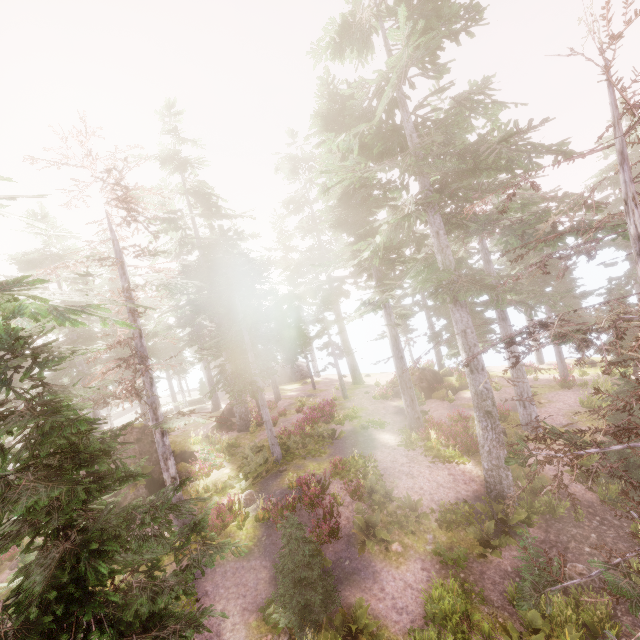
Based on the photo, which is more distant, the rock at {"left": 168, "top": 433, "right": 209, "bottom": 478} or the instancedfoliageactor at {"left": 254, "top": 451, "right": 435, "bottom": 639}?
the rock at {"left": 168, "top": 433, "right": 209, "bottom": 478}

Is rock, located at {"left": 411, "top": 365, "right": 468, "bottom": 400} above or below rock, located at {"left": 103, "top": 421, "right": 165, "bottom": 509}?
below

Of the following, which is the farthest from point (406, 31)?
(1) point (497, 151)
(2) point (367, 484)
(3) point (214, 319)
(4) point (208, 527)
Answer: (3) point (214, 319)

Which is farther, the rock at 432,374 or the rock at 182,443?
the rock at 432,374

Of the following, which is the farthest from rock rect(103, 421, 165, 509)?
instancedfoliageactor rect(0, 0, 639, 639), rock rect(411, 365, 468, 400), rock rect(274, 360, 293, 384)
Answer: rock rect(274, 360, 293, 384)

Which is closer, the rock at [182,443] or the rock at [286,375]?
the rock at [182,443]

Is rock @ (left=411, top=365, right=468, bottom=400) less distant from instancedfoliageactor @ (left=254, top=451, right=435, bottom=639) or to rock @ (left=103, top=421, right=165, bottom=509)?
instancedfoliageactor @ (left=254, top=451, right=435, bottom=639)

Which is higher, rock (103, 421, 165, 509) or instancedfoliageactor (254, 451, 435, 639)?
rock (103, 421, 165, 509)
